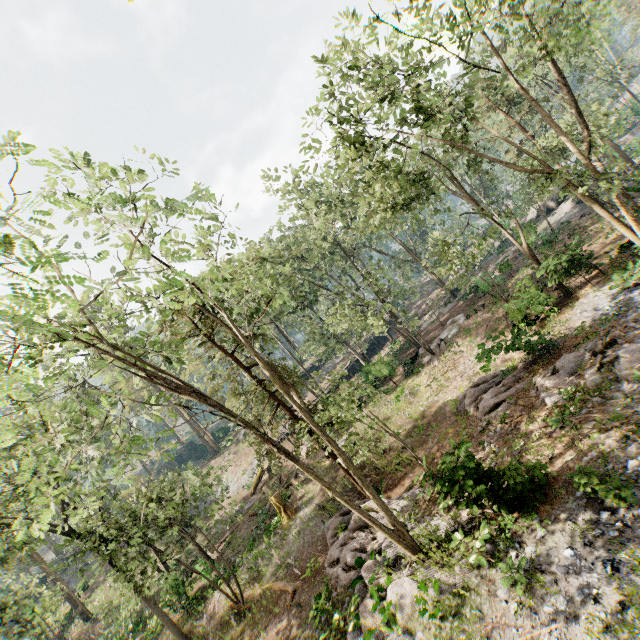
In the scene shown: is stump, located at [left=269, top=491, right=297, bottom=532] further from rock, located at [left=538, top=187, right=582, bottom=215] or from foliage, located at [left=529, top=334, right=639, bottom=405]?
rock, located at [left=538, top=187, right=582, bottom=215]

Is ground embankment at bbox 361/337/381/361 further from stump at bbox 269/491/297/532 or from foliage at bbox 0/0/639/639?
stump at bbox 269/491/297/532

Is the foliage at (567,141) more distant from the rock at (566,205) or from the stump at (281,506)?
the stump at (281,506)

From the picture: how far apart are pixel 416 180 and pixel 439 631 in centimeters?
1794cm

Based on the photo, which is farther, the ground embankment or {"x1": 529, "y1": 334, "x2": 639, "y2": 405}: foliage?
the ground embankment

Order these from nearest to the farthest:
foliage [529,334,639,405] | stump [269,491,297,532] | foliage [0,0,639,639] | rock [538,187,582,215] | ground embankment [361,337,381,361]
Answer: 1. foliage [0,0,639,639]
2. foliage [529,334,639,405]
3. stump [269,491,297,532]
4. rock [538,187,582,215]
5. ground embankment [361,337,381,361]

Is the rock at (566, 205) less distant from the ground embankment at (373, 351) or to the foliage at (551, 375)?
the foliage at (551, 375)

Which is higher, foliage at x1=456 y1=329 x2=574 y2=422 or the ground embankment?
the ground embankment
